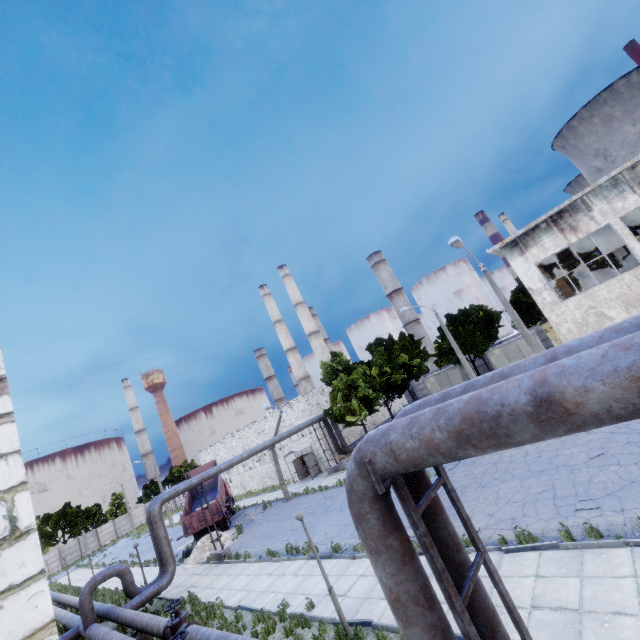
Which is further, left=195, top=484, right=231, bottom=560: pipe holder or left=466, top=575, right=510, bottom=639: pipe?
left=195, top=484, right=231, bottom=560: pipe holder

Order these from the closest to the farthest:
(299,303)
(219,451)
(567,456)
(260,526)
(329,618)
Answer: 1. (329,618)
2. (567,456)
3. (260,526)
4. (219,451)
5. (299,303)

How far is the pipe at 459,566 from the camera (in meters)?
4.39

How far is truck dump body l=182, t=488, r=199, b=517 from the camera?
27.49m

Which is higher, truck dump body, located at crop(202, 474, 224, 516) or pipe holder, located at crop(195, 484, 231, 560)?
truck dump body, located at crop(202, 474, 224, 516)

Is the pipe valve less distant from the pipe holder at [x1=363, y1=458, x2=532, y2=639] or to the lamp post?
the pipe holder at [x1=363, y1=458, x2=532, y2=639]

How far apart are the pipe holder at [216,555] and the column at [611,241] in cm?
2870

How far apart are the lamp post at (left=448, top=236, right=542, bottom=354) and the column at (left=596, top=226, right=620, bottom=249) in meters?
8.2 m
